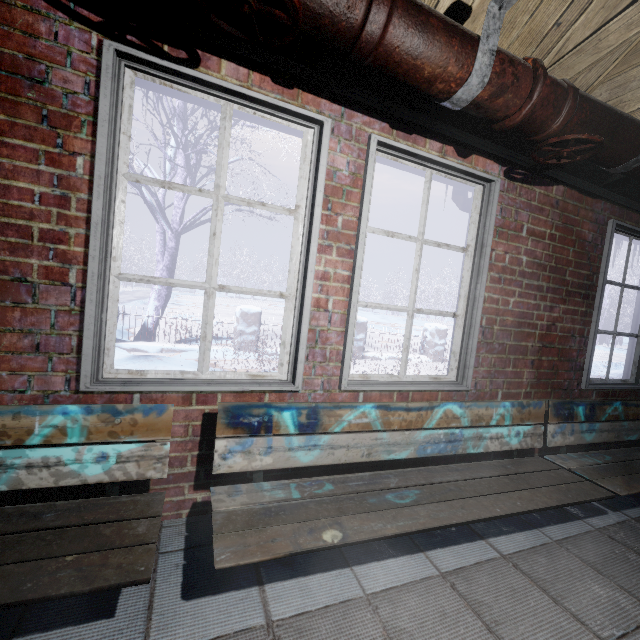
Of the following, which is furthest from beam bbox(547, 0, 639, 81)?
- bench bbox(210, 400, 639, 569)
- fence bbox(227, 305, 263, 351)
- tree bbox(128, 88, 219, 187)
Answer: fence bbox(227, 305, 263, 351)

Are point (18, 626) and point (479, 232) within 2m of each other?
no

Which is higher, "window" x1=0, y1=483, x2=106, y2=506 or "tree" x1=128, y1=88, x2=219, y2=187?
"tree" x1=128, y1=88, x2=219, y2=187

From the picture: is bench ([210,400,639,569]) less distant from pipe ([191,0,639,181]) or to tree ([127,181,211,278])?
pipe ([191,0,639,181])

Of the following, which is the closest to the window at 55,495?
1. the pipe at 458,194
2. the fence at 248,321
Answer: the pipe at 458,194

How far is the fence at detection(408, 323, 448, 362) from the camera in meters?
8.0

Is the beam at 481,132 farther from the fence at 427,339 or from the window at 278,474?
the fence at 427,339
